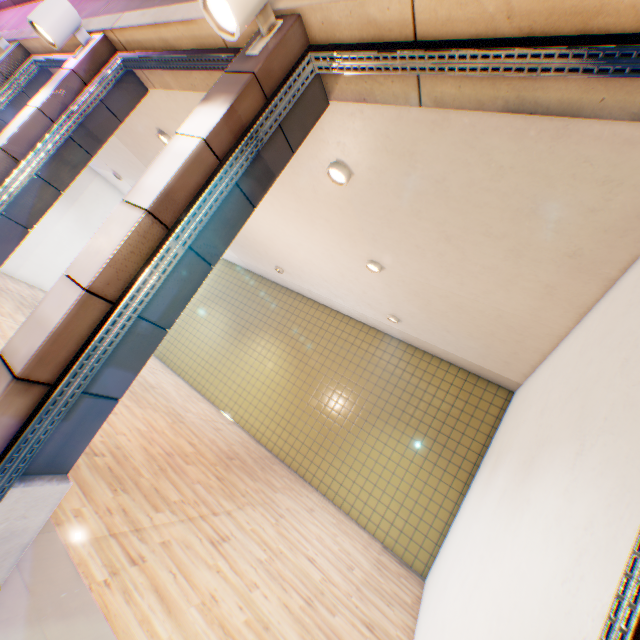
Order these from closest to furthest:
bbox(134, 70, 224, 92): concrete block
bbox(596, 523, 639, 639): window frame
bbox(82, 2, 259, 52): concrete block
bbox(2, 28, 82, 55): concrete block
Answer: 1. bbox(596, 523, 639, 639): window frame
2. bbox(82, 2, 259, 52): concrete block
3. bbox(134, 70, 224, 92): concrete block
4. bbox(2, 28, 82, 55): concrete block

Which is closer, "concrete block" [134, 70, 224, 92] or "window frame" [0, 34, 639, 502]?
"window frame" [0, 34, 639, 502]

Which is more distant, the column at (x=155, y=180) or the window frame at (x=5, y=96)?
the window frame at (x=5, y=96)

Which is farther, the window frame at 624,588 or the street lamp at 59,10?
the street lamp at 59,10

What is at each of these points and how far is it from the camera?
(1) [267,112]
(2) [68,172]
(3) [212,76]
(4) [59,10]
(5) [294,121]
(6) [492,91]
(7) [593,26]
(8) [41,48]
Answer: (1) window frame, 2.19m
(2) column, 3.78m
(3) concrete block, 3.21m
(4) street lamp, 3.24m
(5) column, 2.48m
(6) concrete block, 1.93m
(7) concrete block, 1.47m
(8) concrete block, 4.74m

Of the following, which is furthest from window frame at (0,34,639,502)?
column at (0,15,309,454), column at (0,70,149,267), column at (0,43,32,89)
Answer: column at (0,43,32,89)

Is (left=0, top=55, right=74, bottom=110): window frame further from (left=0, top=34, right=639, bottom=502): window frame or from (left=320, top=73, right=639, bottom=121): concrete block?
(left=0, top=34, right=639, bottom=502): window frame

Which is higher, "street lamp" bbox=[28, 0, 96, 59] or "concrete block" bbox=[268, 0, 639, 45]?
"concrete block" bbox=[268, 0, 639, 45]
